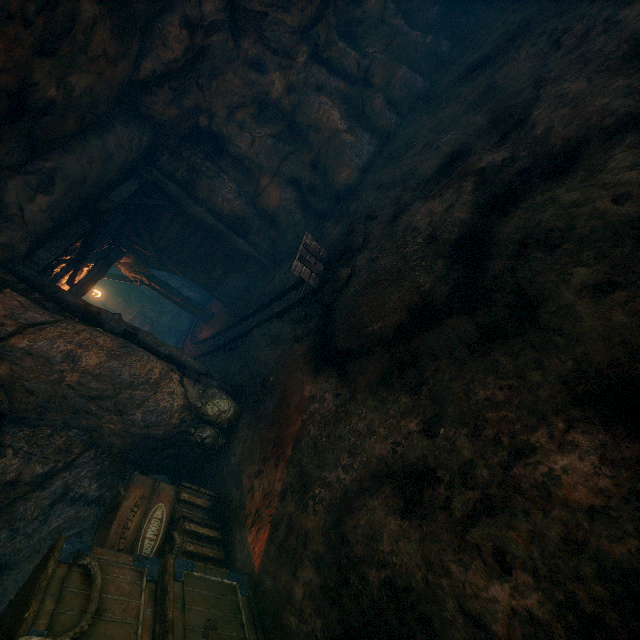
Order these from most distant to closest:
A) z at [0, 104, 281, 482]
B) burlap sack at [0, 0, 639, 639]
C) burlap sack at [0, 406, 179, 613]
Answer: z at [0, 104, 281, 482] < burlap sack at [0, 406, 179, 613] < burlap sack at [0, 0, 639, 639]

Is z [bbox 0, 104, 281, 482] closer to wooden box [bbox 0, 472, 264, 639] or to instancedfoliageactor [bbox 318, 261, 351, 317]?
wooden box [bbox 0, 472, 264, 639]

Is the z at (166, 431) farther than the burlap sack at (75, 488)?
Yes

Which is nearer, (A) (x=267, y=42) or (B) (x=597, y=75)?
(B) (x=597, y=75)

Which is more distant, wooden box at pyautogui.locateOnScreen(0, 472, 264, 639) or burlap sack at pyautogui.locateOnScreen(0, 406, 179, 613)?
burlap sack at pyautogui.locateOnScreen(0, 406, 179, 613)

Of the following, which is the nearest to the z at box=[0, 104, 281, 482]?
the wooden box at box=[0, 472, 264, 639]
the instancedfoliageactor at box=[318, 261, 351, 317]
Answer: the wooden box at box=[0, 472, 264, 639]

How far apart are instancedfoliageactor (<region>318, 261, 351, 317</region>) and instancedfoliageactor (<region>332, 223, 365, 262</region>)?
0.26m

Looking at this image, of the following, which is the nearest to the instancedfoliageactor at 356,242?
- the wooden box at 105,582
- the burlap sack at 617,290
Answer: the burlap sack at 617,290
